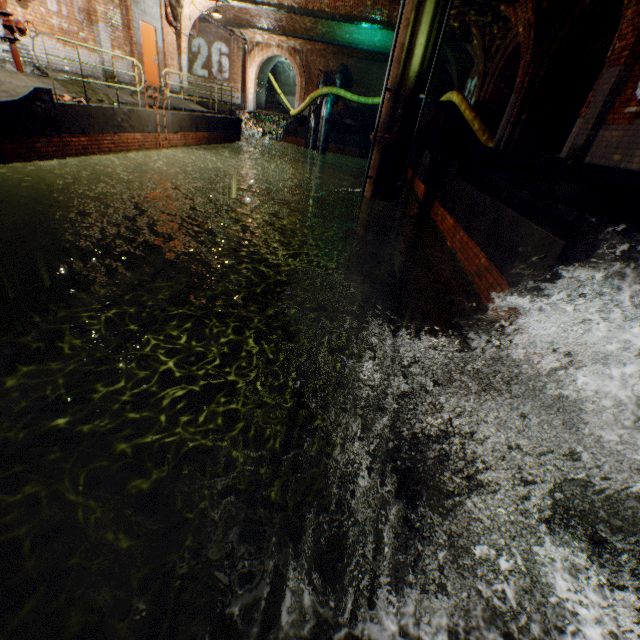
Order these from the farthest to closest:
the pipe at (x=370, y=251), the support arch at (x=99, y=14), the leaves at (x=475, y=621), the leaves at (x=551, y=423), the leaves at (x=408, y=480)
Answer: the support arch at (x=99, y=14), the pipe at (x=370, y=251), the leaves at (x=551, y=423), the leaves at (x=408, y=480), the leaves at (x=475, y=621)

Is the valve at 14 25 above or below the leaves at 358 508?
above

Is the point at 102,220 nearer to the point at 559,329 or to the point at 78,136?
the point at 78,136

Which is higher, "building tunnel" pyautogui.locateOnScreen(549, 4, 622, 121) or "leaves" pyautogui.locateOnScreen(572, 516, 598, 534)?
"building tunnel" pyautogui.locateOnScreen(549, 4, 622, 121)

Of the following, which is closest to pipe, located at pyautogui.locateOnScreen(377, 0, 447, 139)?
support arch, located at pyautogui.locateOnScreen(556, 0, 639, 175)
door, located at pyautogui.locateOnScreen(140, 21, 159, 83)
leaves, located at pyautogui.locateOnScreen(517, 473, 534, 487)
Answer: support arch, located at pyautogui.locateOnScreen(556, 0, 639, 175)

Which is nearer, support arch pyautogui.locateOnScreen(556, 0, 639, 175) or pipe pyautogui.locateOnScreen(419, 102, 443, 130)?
support arch pyautogui.locateOnScreen(556, 0, 639, 175)

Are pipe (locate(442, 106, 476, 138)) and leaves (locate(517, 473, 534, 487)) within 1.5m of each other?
no

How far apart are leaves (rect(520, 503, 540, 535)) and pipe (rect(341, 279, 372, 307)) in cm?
960
